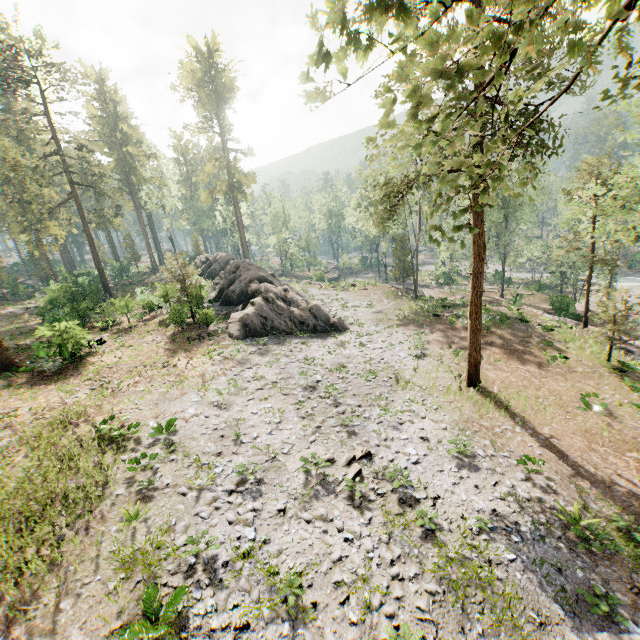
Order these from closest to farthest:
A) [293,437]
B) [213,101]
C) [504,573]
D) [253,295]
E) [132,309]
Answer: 1. [504,573]
2. [293,437]
3. [253,295]
4. [132,309]
5. [213,101]

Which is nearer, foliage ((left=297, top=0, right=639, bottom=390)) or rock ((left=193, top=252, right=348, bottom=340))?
foliage ((left=297, top=0, right=639, bottom=390))

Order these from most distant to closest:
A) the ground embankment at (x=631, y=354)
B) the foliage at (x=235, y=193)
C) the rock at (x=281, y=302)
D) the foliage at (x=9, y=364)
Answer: the foliage at (x=235, y=193), the rock at (x=281, y=302), the ground embankment at (x=631, y=354), the foliage at (x=9, y=364)

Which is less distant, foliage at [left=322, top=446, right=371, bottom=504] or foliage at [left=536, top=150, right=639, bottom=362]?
foliage at [left=322, top=446, right=371, bottom=504]

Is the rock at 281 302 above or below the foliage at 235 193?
below

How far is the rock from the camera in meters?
25.4 m

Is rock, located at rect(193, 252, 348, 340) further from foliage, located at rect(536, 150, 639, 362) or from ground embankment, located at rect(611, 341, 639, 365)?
ground embankment, located at rect(611, 341, 639, 365)

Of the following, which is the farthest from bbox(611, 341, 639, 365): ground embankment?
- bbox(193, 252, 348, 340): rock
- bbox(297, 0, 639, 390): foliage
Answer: bbox(193, 252, 348, 340): rock
